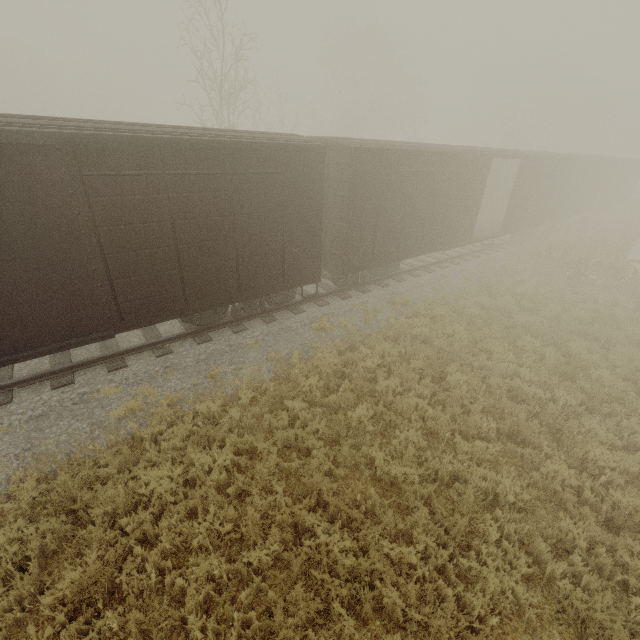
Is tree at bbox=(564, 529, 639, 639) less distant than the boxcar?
Yes

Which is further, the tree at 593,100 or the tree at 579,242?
the tree at 593,100

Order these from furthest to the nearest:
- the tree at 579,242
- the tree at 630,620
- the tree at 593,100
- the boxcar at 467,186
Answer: the tree at 593,100
the tree at 579,242
the boxcar at 467,186
the tree at 630,620

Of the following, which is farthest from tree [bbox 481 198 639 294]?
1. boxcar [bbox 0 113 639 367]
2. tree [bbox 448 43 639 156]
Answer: tree [bbox 448 43 639 156]

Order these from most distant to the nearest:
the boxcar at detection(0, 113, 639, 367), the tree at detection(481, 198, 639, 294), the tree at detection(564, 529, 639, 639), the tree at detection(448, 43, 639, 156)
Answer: the tree at detection(448, 43, 639, 156) → the tree at detection(481, 198, 639, 294) → the boxcar at detection(0, 113, 639, 367) → the tree at detection(564, 529, 639, 639)

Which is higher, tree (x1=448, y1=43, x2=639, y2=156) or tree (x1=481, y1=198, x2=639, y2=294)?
tree (x1=448, y1=43, x2=639, y2=156)

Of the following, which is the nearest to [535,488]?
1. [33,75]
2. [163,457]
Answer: [163,457]

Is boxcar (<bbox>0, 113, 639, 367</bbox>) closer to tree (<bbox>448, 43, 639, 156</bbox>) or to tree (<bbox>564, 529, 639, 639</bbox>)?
tree (<bbox>564, 529, 639, 639</bbox>)
